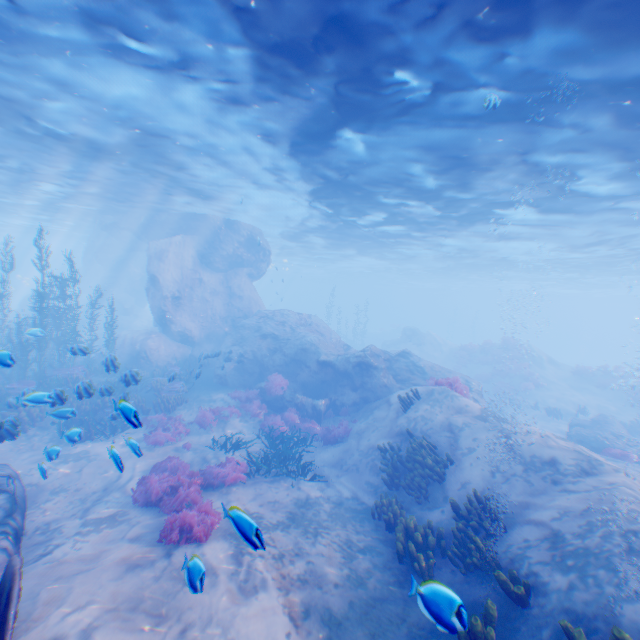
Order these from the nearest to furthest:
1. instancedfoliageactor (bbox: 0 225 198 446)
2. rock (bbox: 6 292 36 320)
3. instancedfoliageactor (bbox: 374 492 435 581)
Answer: instancedfoliageactor (bbox: 374 492 435 581) → instancedfoliageactor (bbox: 0 225 198 446) → rock (bbox: 6 292 36 320)

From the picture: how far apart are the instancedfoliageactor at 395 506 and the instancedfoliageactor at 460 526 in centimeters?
53cm

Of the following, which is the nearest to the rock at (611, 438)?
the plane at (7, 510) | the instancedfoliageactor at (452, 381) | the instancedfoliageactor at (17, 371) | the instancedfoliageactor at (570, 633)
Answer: the instancedfoliageactor at (452, 381)

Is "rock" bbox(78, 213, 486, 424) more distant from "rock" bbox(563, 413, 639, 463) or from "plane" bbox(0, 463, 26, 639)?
"rock" bbox(563, 413, 639, 463)

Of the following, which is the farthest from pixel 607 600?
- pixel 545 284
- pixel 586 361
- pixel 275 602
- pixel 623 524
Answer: pixel 586 361

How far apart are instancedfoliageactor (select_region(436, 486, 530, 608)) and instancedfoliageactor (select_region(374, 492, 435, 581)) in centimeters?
53cm

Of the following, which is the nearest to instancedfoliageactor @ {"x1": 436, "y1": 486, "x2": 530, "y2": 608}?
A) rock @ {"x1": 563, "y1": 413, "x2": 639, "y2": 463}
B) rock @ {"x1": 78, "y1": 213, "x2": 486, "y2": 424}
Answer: rock @ {"x1": 78, "y1": 213, "x2": 486, "y2": 424}

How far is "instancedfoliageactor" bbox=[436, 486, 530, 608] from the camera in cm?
541
